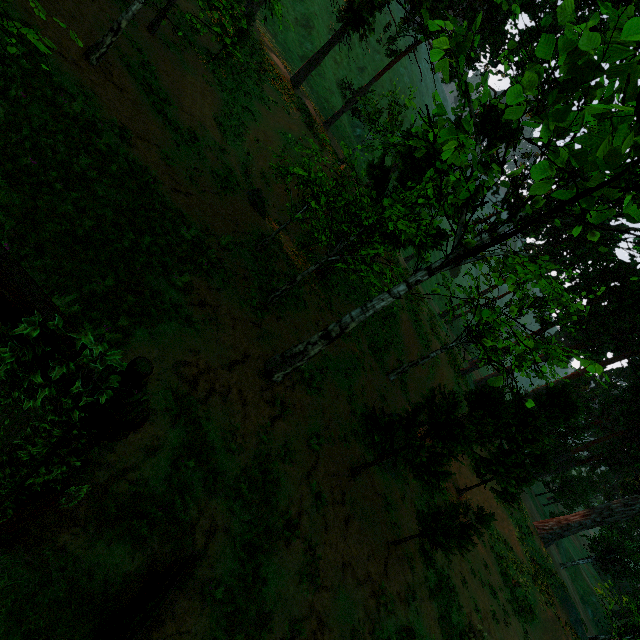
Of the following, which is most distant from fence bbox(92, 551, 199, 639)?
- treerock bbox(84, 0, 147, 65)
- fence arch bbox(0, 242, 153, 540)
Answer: fence arch bbox(0, 242, 153, 540)

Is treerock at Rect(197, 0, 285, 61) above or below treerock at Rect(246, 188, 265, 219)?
above

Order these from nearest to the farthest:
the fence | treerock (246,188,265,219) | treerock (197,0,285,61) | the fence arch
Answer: Result: the fence arch, the fence, treerock (197,0,285,61), treerock (246,188,265,219)

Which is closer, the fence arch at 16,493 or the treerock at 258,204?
the fence arch at 16,493

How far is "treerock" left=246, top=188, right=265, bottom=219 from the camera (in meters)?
17.16

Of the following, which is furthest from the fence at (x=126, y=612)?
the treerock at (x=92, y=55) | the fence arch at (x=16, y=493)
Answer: the fence arch at (x=16, y=493)

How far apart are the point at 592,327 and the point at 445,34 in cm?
4910
